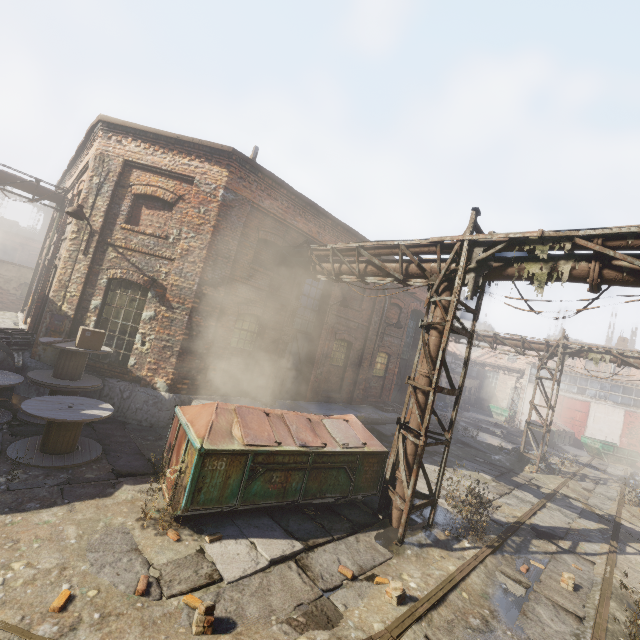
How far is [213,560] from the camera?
4.8m

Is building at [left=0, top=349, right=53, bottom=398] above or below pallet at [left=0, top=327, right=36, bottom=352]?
below

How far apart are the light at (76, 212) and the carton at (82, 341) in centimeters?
264cm

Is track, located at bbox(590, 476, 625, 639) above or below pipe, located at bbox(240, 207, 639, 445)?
below

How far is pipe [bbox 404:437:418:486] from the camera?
7.0 meters

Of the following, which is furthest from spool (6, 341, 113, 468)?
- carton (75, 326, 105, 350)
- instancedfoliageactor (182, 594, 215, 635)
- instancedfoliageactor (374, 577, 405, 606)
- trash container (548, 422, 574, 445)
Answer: trash container (548, 422, 574, 445)

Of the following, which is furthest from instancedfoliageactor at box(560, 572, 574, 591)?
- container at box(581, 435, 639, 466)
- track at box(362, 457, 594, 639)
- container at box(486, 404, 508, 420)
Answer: container at box(486, 404, 508, 420)

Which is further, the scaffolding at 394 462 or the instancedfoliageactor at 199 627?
the scaffolding at 394 462
